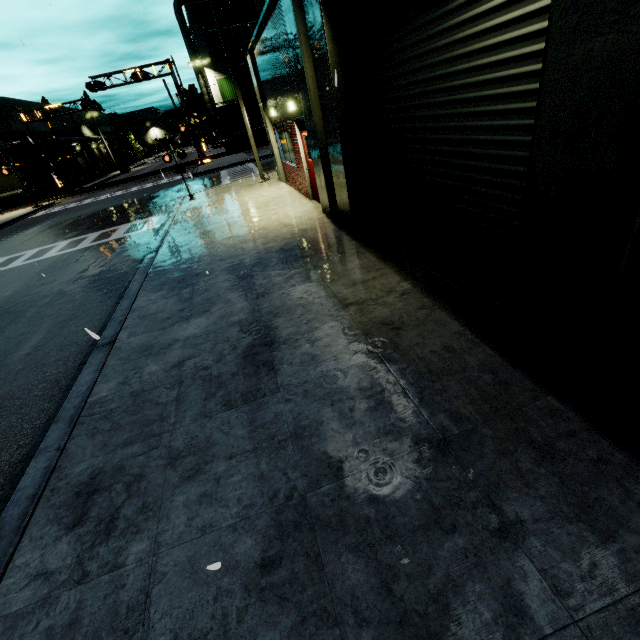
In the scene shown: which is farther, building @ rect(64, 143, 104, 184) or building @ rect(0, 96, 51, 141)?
building @ rect(64, 143, 104, 184)

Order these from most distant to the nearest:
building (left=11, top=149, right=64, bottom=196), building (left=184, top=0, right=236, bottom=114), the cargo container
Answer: building (left=11, top=149, right=64, bottom=196), building (left=184, top=0, right=236, bottom=114), the cargo container

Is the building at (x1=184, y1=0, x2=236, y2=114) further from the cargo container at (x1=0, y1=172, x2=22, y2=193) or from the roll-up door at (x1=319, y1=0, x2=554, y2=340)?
the cargo container at (x1=0, y1=172, x2=22, y2=193)

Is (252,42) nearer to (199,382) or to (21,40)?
(21,40)

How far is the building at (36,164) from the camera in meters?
38.8

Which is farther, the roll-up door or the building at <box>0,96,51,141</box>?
the building at <box>0,96,51,141</box>

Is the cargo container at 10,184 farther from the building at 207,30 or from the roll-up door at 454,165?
the roll-up door at 454,165

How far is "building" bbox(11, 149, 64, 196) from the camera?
38.8 meters
